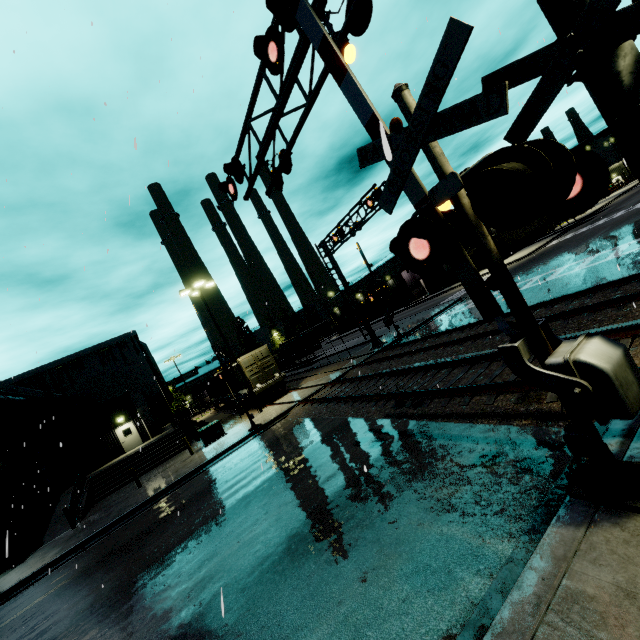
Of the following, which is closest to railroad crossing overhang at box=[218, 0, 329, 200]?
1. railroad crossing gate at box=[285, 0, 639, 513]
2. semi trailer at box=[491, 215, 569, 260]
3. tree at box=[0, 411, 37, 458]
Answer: railroad crossing gate at box=[285, 0, 639, 513]

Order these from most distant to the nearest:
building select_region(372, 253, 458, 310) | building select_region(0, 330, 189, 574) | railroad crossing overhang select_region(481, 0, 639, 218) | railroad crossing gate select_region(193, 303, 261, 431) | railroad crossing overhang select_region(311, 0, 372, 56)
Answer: building select_region(372, 253, 458, 310) < building select_region(0, 330, 189, 574) < railroad crossing gate select_region(193, 303, 261, 431) < railroad crossing overhang select_region(311, 0, 372, 56) < railroad crossing overhang select_region(481, 0, 639, 218)

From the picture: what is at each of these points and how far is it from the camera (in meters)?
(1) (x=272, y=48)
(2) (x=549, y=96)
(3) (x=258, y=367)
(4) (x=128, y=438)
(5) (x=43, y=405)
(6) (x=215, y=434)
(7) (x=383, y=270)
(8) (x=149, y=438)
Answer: (1) railroad crossing overhang, 5.85
(2) railroad crossing overhang, 3.32
(3) cargo container door, 24.73
(4) door, 29.98
(5) pipe, 27.78
(6) electrical box, 20.36
(7) building, 53.81
(8) building, 30.66

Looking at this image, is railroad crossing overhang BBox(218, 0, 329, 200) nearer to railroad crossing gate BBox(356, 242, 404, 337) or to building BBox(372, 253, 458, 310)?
building BBox(372, 253, 458, 310)

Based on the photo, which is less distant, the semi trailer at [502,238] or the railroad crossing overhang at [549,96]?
the railroad crossing overhang at [549,96]

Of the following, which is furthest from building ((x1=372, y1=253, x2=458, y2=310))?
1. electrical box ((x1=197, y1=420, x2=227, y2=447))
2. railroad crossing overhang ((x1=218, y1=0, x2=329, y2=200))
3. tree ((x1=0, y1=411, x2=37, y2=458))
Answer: railroad crossing overhang ((x1=218, y1=0, x2=329, y2=200))

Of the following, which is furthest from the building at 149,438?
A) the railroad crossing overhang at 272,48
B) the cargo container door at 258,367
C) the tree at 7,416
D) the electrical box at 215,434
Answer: the railroad crossing overhang at 272,48

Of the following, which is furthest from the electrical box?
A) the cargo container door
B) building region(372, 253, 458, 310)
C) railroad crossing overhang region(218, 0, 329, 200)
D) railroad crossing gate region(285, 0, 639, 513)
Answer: railroad crossing gate region(285, 0, 639, 513)
